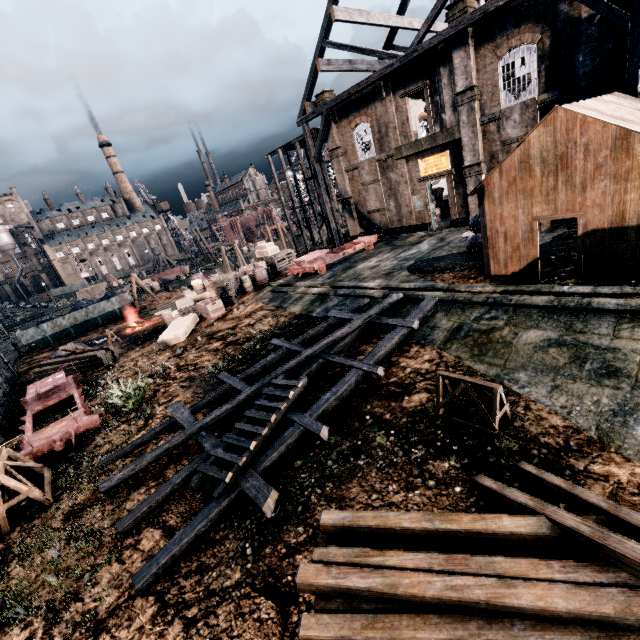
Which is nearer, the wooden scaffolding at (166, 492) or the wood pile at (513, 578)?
the wood pile at (513, 578)

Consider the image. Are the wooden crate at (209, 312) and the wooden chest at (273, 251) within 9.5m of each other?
yes

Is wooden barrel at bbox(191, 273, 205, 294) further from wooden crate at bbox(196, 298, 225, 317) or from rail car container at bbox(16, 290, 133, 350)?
rail car container at bbox(16, 290, 133, 350)

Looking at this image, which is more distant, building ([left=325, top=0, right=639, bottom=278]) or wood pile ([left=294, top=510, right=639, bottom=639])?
building ([left=325, top=0, right=639, bottom=278])

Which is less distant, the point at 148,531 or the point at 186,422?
the point at 148,531

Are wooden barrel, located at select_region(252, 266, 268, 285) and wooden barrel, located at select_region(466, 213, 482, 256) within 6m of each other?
no

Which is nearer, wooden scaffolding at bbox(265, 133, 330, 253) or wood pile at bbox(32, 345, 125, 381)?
wood pile at bbox(32, 345, 125, 381)

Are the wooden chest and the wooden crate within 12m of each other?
yes
